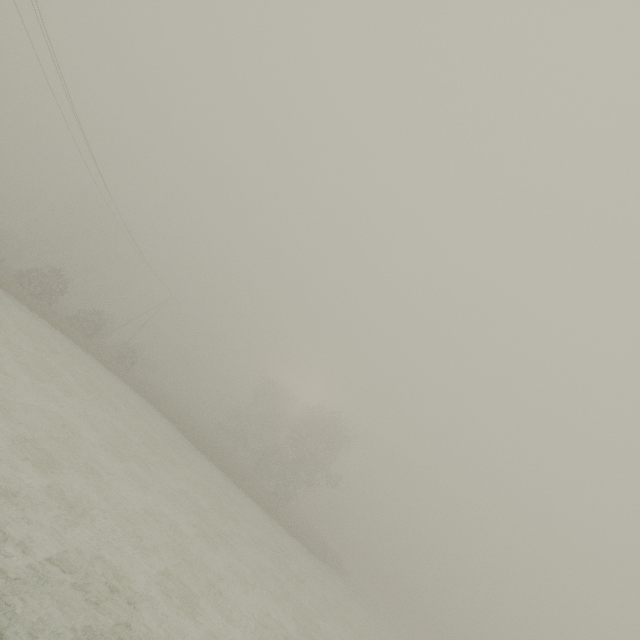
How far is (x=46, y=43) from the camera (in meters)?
17.67
